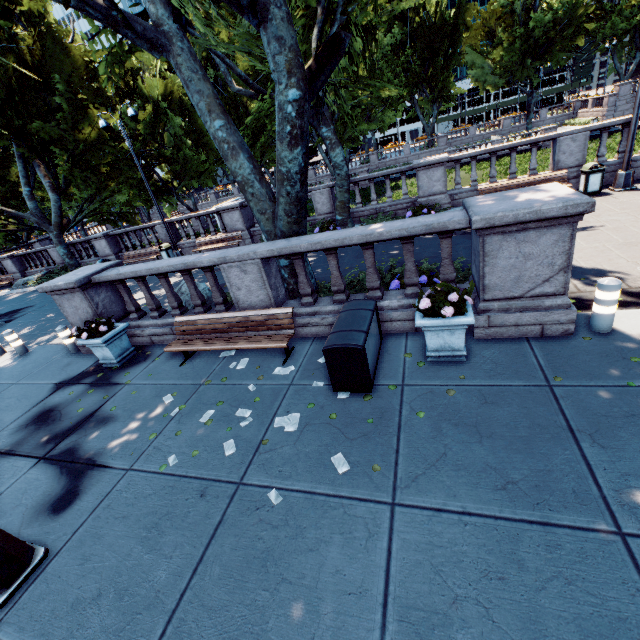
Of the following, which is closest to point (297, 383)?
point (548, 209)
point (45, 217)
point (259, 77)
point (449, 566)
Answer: point (449, 566)

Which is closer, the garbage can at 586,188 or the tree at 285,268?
the tree at 285,268

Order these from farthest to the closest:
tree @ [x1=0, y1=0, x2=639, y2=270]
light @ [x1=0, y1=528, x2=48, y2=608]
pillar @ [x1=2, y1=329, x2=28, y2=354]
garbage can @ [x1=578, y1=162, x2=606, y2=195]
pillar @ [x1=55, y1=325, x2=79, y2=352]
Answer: garbage can @ [x1=578, y1=162, x2=606, y2=195]
pillar @ [x1=2, y1=329, x2=28, y2=354]
pillar @ [x1=55, y1=325, x2=79, y2=352]
tree @ [x1=0, y1=0, x2=639, y2=270]
light @ [x1=0, y1=528, x2=48, y2=608]

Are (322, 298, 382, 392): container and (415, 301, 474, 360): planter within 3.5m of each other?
yes

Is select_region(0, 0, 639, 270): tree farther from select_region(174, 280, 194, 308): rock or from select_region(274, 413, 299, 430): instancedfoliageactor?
select_region(274, 413, 299, 430): instancedfoliageactor

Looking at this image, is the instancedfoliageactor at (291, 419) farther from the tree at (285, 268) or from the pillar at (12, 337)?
the pillar at (12, 337)

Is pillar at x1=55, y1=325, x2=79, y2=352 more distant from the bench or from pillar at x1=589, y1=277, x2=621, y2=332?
pillar at x1=589, y1=277, x2=621, y2=332

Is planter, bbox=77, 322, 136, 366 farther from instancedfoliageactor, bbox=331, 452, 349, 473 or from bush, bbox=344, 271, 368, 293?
instancedfoliageactor, bbox=331, 452, 349, 473
